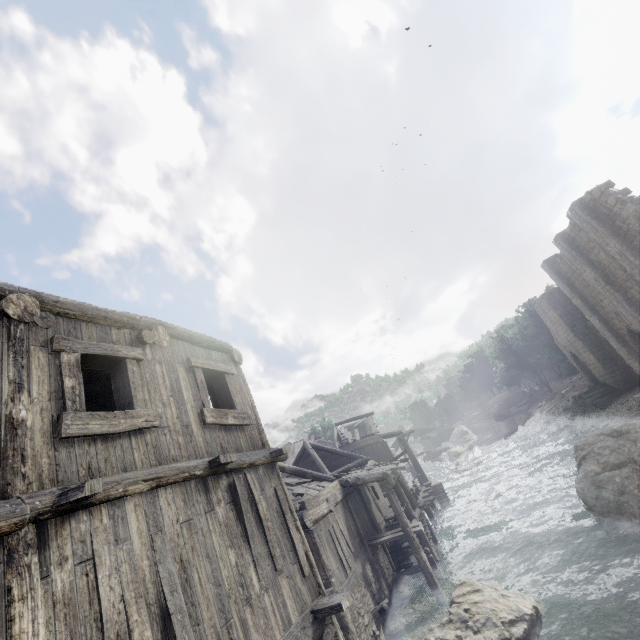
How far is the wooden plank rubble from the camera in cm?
3384

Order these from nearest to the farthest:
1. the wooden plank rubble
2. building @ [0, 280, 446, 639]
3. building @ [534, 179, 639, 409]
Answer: building @ [0, 280, 446, 639] → building @ [534, 179, 639, 409] → the wooden plank rubble

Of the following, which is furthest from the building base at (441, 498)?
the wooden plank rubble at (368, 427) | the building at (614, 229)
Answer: the wooden plank rubble at (368, 427)

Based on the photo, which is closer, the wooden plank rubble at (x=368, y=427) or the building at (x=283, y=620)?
the building at (x=283, y=620)

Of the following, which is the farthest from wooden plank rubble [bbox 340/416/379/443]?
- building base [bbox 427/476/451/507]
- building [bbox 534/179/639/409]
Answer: building base [bbox 427/476/451/507]

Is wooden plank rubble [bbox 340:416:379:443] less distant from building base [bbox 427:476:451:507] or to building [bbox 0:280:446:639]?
building [bbox 0:280:446:639]

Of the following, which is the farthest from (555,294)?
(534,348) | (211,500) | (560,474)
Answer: (211,500)

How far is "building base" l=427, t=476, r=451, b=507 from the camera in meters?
26.7 m
